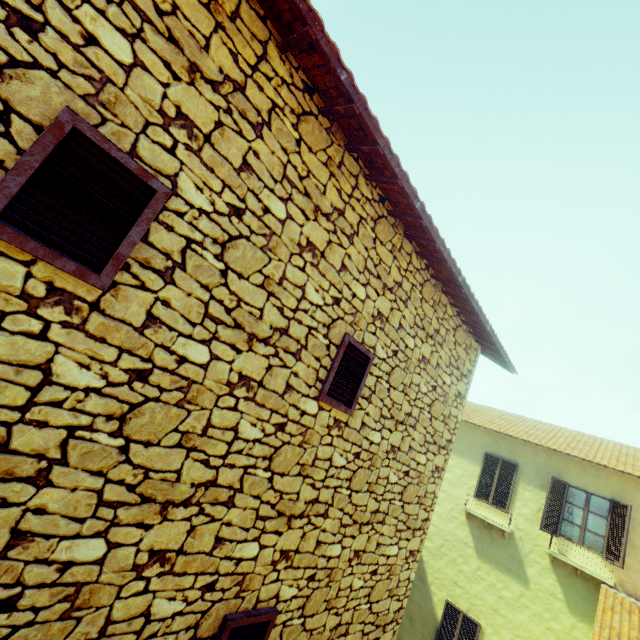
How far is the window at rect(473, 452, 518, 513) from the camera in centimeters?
1105cm

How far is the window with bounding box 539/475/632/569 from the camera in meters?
8.9 m

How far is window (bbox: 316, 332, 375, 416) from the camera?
3.08m

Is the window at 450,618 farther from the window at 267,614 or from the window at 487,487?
the window at 487,487

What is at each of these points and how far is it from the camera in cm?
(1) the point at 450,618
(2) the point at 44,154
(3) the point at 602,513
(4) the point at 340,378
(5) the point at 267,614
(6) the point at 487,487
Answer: (1) window, 1043
(2) window, 151
(3) window, 952
(4) window, 323
(5) window, 277
(6) window, 1146

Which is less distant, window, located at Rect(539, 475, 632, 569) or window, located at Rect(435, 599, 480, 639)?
window, located at Rect(539, 475, 632, 569)

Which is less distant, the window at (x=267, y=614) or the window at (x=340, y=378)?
the window at (x=267, y=614)

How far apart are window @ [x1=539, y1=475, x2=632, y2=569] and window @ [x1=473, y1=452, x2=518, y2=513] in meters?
1.0 m
